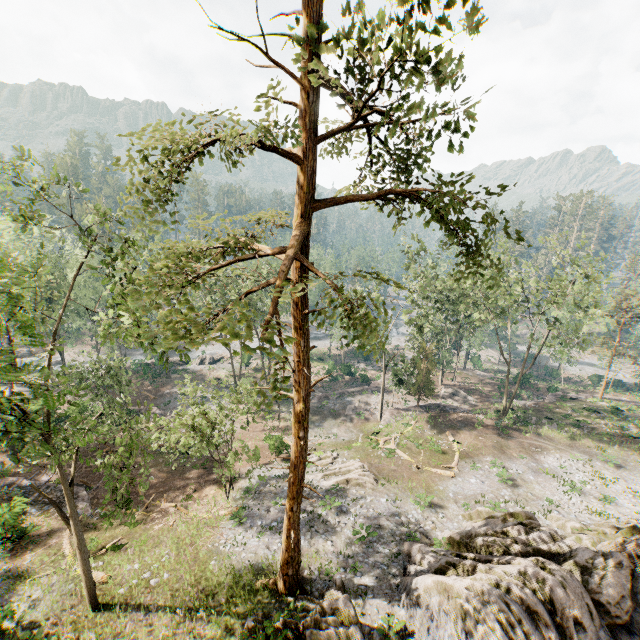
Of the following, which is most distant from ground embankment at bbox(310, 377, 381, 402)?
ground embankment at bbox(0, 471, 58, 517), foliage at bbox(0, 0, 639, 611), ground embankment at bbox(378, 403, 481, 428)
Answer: ground embankment at bbox(0, 471, 58, 517)

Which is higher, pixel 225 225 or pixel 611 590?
pixel 225 225

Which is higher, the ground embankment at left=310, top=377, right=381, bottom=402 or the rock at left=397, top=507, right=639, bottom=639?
the rock at left=397, top=507, right=639, bottom=639

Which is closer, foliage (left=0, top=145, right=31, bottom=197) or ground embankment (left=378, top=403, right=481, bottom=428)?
foliage (left=0, top=145, right=31, bottom=197)

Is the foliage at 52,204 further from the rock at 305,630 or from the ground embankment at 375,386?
the ground embankment at 375,386

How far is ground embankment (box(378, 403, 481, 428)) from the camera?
35.1m

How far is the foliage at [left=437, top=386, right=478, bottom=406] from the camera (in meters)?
42.41

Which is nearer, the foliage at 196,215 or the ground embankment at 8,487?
the foliage at 196,215
